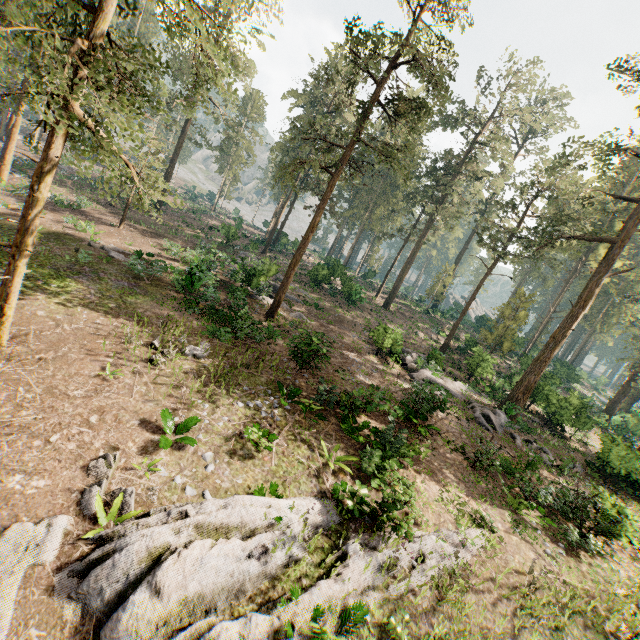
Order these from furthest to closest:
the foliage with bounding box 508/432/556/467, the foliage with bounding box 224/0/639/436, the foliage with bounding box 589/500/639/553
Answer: the foliage with bounding box 224/0/639/436 < the foliage with bounding box 508/432/556/467 < the foliage with bounding box 589/500/639/553

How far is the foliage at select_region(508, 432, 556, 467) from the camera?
19.25m

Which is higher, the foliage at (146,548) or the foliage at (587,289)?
the foliage at (587,289)

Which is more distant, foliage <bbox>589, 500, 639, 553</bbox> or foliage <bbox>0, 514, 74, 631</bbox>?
foliage <bbox>589, 500, 639, 553</bbox>

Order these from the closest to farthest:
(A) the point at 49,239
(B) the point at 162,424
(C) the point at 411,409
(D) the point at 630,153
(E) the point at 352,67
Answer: (B) the point at 162,424, (C) the point at 411,409, (E) the point at 352,67, (A) the point at 49,239, (D) the point at 630,153

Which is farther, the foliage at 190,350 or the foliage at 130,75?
the foliage at 190,350
